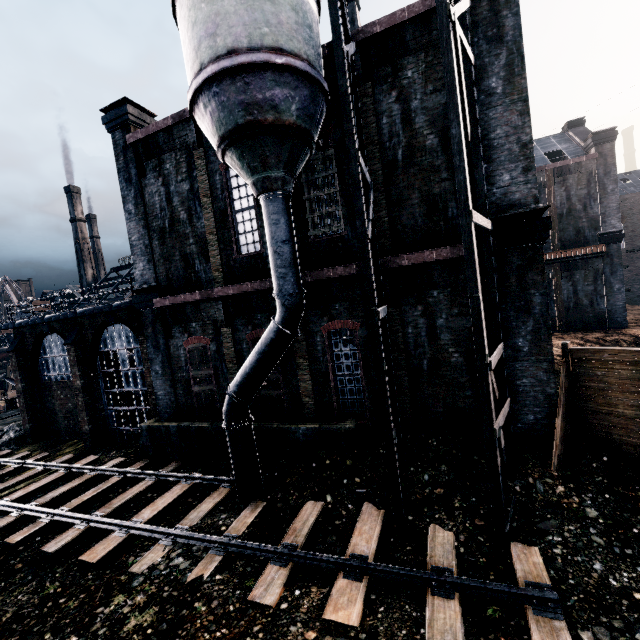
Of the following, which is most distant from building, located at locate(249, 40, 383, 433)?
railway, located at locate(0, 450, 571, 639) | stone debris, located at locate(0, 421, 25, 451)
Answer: railway, located at locate(0, 450, 571, 639)

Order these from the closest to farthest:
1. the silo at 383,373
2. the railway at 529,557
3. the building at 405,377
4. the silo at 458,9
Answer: the railway at 529,557 < the silo at 458,9 < the silo at 383,373 < the building at 405,377

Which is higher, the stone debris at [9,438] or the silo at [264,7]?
the silo at [264,7]

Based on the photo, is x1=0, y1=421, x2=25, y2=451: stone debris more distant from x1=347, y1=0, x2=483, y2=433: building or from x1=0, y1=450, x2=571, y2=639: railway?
x1=0, y1=450, x2=571, y2=639: railway

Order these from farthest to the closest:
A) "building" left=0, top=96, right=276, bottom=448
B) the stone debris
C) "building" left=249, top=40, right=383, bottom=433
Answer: the stone debris
"building" left=0, top=96, right=276, bottom=448
"building" left=249, top=40, right=383, bottom=433

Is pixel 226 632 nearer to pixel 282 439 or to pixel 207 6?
pixel 282 439

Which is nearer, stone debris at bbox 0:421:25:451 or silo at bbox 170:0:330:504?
silo at bbox 170:0:330:504
